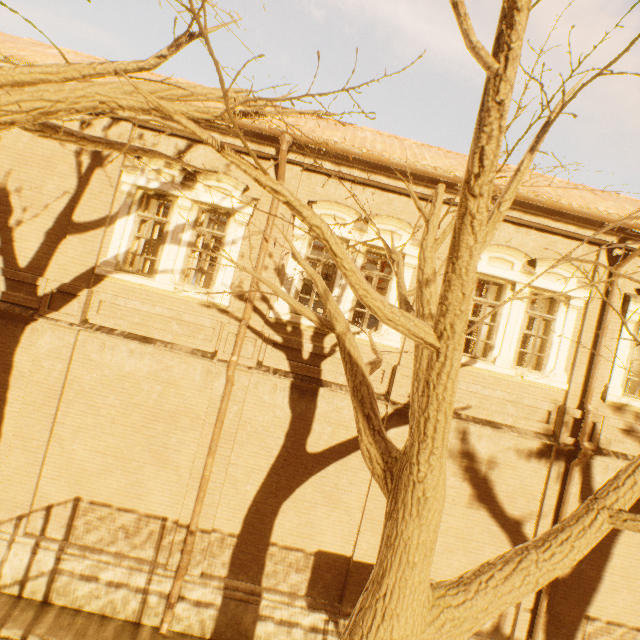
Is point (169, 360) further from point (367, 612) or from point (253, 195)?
point (367, 612)
